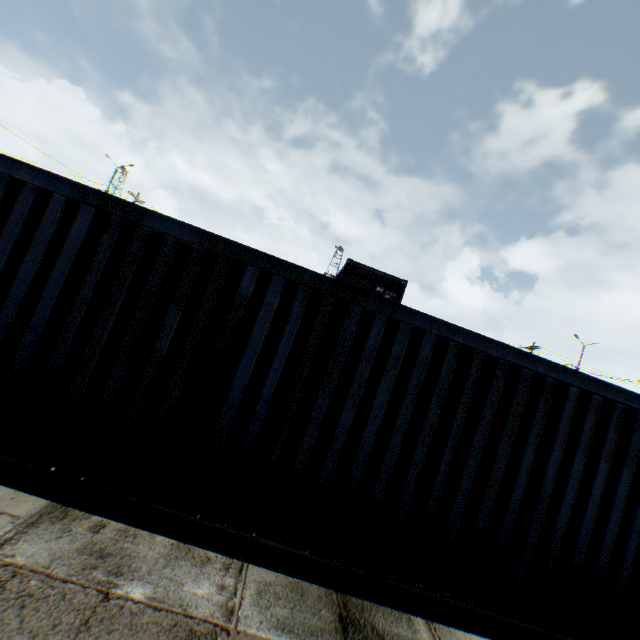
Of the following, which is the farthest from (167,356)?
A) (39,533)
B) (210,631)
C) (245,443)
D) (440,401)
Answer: (440,401)
